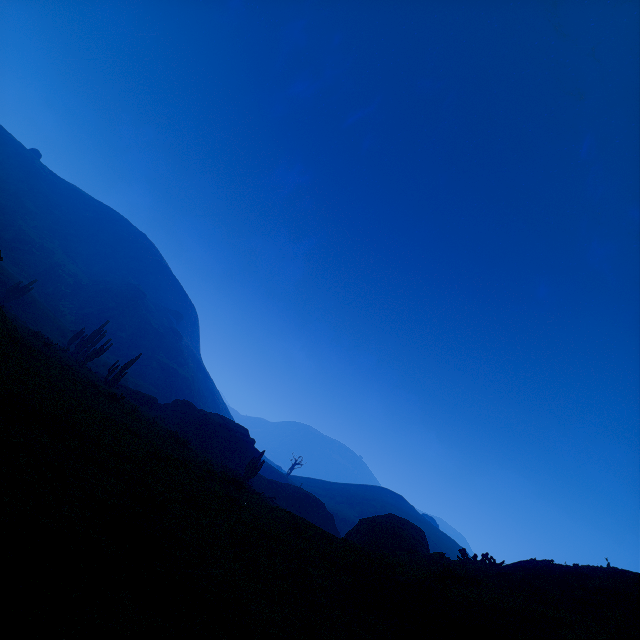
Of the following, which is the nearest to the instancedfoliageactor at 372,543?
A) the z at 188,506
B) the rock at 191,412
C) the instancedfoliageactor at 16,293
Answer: the z at 188,506

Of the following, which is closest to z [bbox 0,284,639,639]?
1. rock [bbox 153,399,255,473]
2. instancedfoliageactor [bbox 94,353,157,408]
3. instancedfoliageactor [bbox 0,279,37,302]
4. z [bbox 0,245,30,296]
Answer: instancedfoliageactor [bbox 94,353,157,408]

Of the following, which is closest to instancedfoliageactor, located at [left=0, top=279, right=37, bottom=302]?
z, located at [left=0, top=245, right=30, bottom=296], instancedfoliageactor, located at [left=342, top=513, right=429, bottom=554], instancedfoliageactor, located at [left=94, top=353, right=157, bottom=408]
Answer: instancedfoliageactor, located at [left=94, top=353, right=157, bottom=408]

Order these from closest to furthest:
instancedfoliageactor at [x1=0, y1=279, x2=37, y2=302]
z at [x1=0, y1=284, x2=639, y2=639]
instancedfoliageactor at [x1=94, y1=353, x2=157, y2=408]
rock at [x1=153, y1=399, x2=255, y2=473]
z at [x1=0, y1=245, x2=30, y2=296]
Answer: z at [x1=0, y1=284, x2=639, y2=639] < instancedfoliageactor at [x1=94, y1=353, x2=157, y2=408] < rock at [x1=153, y1=399, x2=255, y2=473] < instancedfoliageactor at [x1=0, y1=279, x2=37, y2=302] < z at [x1=0, y1=245, x2=30, y2=296]

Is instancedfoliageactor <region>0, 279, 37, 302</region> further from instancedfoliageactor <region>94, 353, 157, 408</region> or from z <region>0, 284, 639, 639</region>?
instancedfoliageactor <region>94, 353, 157, 408</region>

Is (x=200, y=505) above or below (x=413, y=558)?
below

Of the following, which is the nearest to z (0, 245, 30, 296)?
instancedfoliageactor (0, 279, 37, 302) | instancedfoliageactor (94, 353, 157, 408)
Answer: instancedfoliageactor (0, 279, 37, 302)

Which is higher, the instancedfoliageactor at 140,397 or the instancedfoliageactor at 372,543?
the instancedfoliageactor at 372,543
